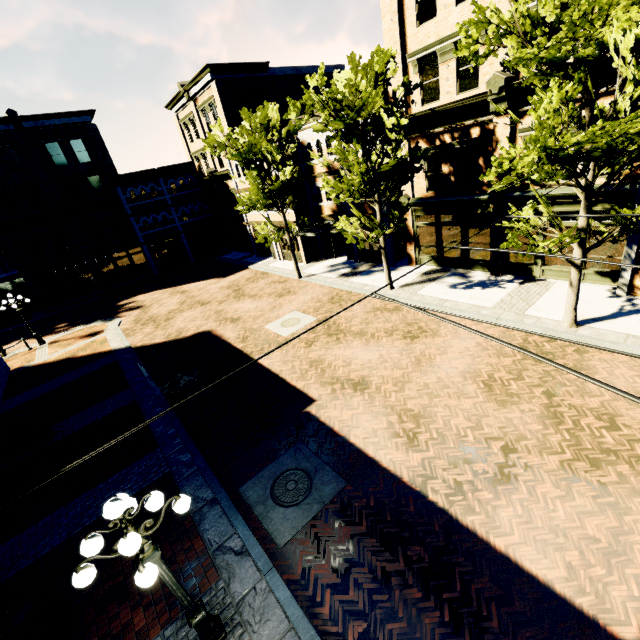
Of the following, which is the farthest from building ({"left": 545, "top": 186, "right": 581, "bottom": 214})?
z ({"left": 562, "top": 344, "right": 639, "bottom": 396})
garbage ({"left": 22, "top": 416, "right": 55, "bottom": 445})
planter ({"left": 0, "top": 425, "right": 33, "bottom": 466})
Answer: planter ({"left": 0, "top": 425, "right": 33, "bottom": 466})

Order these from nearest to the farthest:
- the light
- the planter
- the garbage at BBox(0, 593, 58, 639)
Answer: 1. the light
2. the garbage at BBox(0, 593, 58, 639)
3. the planter

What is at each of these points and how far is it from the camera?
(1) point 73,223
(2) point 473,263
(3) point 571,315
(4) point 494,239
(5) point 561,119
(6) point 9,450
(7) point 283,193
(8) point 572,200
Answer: (1) building, 29.28m
(2) building, 17.02m
(3) tree, 10.99m
(4) building, 15.41m
(5) tree, 7.69m
(6) planter, 10.96m
(7) tree, 19.14m
(8) building, 12.58m

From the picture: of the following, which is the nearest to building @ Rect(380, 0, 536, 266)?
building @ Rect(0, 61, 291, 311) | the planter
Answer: building @ Rect(0, 61, 291, 311)

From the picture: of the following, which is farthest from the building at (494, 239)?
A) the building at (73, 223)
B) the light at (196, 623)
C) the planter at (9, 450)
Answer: the planter at (9, 450)

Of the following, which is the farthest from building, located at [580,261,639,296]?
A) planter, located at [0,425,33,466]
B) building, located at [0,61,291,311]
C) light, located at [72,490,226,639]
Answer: planter, located at [0,425,33,466]

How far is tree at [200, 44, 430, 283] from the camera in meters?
12.4 m

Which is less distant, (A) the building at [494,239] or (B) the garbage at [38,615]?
(B) the garbage at [38,615]
